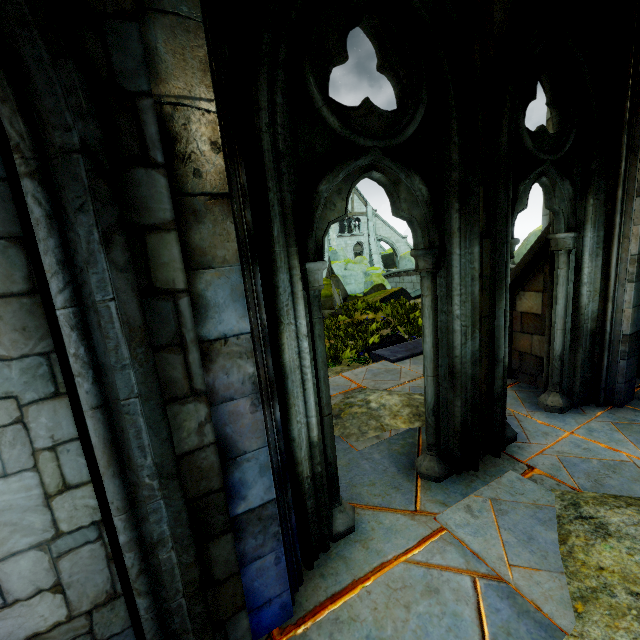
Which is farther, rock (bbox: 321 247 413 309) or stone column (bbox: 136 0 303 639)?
rock (bbox: 321 247 413 309)

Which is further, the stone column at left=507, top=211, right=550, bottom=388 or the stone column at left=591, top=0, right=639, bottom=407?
the stone column at left=507, top=211, right=550, bottom=388

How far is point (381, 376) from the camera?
5.7 meters

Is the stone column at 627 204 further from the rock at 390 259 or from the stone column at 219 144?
the rock at 390 259

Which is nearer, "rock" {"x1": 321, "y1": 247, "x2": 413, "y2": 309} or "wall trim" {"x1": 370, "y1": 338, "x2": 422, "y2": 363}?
"wall trim" {"x1": 370, "y1": 338, "x2": 422, "y2": 363}

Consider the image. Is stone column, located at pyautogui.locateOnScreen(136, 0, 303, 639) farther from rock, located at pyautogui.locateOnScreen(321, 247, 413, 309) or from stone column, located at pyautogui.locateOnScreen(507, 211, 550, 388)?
rock, located at pyautogui.locateOnScreen(321, 247, 413, 309)

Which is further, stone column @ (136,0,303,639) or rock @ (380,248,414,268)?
rock @ (380,248,414,268)

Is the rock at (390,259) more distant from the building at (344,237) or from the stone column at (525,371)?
the stone column at (525,371)
